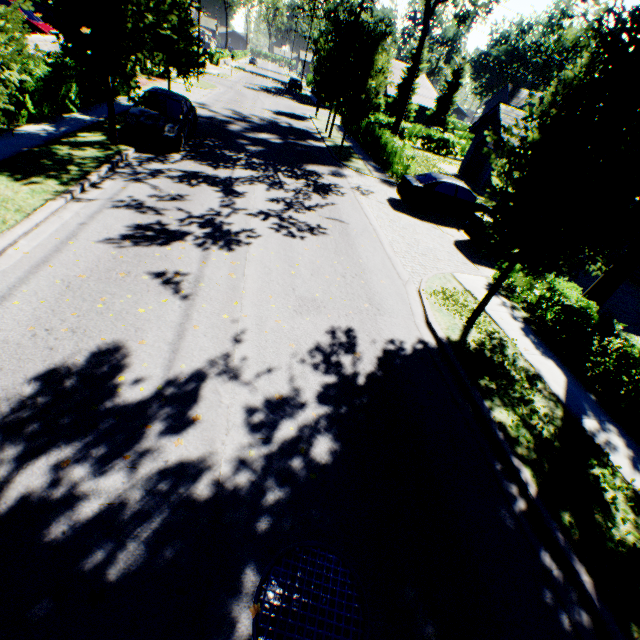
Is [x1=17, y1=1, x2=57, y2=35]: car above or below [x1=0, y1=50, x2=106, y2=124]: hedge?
above

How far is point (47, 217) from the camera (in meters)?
7.12

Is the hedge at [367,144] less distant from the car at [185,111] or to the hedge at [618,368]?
the hedge at [618,368]

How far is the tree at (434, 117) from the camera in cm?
4500

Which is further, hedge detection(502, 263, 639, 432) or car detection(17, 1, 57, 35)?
car detection(17, 1, 57, 35)

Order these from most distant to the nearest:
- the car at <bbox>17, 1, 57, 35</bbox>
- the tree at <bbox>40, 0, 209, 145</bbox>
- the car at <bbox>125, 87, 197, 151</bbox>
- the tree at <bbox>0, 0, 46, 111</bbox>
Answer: the car at <bbox>17, 1, 57, 35</bbox>
the car at <bbox>125, 87, 197, 151</bbox>
the tree at <bbox>40, 0, 209, 145</bbox>
the tree at <bbox>0, 0, 46, 111</bbox>

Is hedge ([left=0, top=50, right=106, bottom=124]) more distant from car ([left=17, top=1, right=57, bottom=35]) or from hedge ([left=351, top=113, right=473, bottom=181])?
hedge ([left=351, top=113, right=473, bottom=181])

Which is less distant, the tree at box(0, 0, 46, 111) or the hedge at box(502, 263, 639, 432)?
the tree at box(0, 0, 46, 111)
